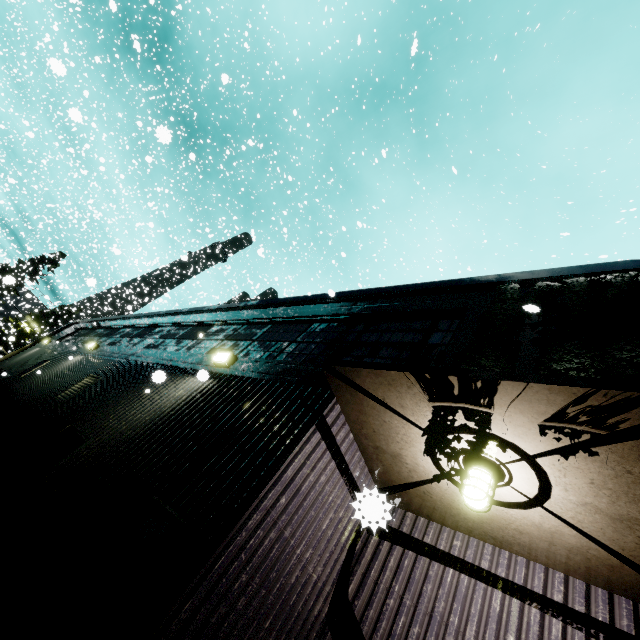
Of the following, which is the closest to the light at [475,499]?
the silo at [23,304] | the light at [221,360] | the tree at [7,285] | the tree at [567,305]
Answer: the tree at [567,305]

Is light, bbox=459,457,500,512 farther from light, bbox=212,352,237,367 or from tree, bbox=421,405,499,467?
light, bbox=212,352,237,367

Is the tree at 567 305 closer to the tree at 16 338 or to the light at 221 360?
the light at 221 360

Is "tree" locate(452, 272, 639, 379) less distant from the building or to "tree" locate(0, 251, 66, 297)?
the building

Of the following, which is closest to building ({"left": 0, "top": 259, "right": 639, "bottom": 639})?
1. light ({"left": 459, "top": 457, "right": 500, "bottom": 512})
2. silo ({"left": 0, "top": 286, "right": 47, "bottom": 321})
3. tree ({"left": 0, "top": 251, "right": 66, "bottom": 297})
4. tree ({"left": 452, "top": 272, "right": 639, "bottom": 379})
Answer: tree ({"left": 452, "top": 272, "right": 639, "bottom": 379})

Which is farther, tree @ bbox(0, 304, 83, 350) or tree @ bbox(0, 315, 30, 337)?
tree @ bbox(0, 304, 83, 350)

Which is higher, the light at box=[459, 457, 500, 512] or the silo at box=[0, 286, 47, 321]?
the silo at box=[0, 286, 47, 321]

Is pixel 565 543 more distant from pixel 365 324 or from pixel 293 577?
pixel 365 324
